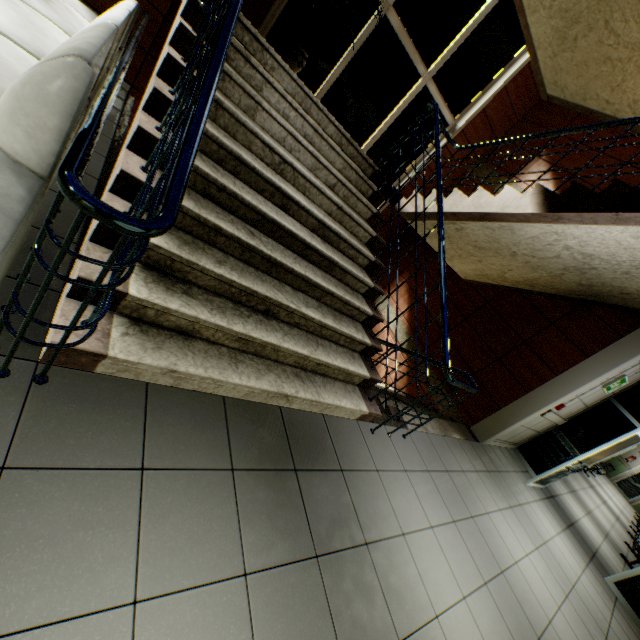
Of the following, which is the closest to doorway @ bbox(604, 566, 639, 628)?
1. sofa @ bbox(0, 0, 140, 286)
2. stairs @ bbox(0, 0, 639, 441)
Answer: stairs @ bbox(0, 0, 639, 441)

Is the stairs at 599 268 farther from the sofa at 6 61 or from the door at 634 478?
the door at 634 478

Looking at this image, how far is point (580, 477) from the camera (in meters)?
10.66

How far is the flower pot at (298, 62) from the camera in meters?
4.4 m

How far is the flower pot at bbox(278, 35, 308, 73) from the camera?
4.38m

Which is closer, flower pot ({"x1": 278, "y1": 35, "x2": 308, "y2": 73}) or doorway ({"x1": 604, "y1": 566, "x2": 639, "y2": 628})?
flower pot ({"x1": 278, "y1": 35, "x2": 308, "y2": 73})

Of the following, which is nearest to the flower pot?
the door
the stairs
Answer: the stairs

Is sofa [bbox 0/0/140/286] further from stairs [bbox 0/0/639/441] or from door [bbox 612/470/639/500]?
door [bbox 612/470/639/500]
